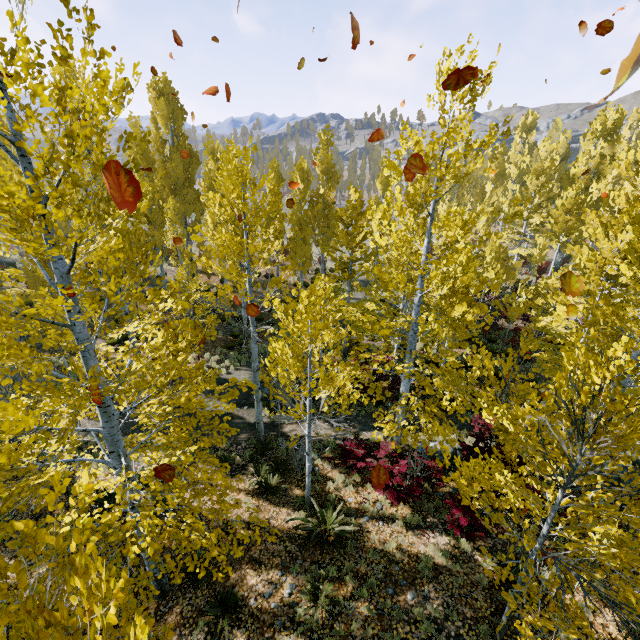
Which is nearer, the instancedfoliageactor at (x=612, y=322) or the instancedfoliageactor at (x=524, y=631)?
the instancedfoliageactor at (x=612, y=322)

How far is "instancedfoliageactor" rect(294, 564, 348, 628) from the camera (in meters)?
6.75

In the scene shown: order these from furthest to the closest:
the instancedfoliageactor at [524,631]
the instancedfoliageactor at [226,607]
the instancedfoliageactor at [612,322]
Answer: the instancedfoliageactor at [226,607], the instancedfoliageactor at [524,631], the instancedfoliageactor at [612,322]

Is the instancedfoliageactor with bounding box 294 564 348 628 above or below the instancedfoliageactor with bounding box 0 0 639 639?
below

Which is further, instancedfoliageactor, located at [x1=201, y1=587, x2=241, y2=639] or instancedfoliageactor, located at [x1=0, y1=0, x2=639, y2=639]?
instancedfoliageactor, located at [x1=201, y1=587, x2=241, y2=639]

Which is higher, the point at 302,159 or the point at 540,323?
the point at 302,159

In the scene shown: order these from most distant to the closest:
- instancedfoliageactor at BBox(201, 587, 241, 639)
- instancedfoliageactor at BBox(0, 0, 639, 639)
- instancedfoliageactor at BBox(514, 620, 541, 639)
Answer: instancedfoliageactor at BBox(201, 587, 241, 639), instancedfoliageactor at BBox(514, 620, 541, 639), instancedfoliageactor at BBox(0, 0, 639, 639)
